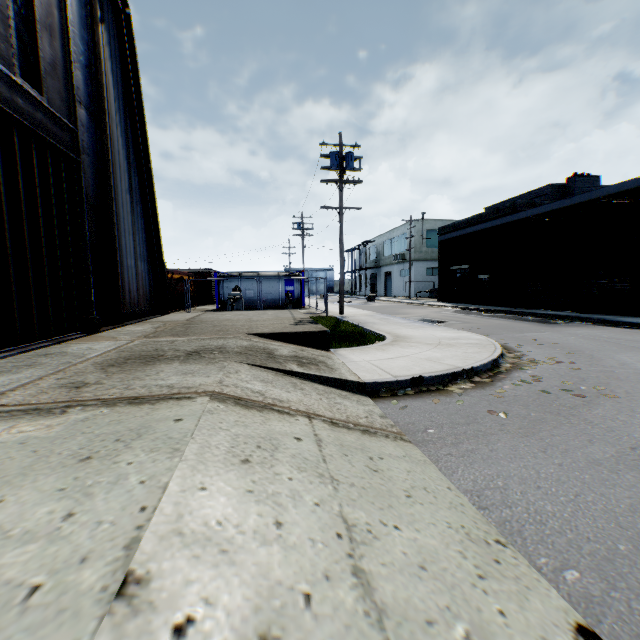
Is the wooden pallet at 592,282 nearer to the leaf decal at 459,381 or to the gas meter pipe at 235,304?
the leaf decal at 459,381

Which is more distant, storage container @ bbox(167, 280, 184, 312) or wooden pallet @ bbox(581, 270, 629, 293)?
storage container @ bbox(167, 280, 184, 312)

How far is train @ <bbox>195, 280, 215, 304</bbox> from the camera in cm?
3366

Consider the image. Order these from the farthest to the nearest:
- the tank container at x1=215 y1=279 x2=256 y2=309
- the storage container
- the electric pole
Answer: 1. the tank container at x1=215 y1=279 x2=256 y2=309
2. the storage container
3. the electric pole

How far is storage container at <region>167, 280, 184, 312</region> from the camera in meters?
21.0 m

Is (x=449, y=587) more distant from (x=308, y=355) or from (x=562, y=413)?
(x=308, y=355)

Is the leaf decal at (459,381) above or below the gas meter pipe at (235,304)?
below

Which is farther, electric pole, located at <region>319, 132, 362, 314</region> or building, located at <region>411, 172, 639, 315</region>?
building, located at <region>411, 172, 639, 315</region>
